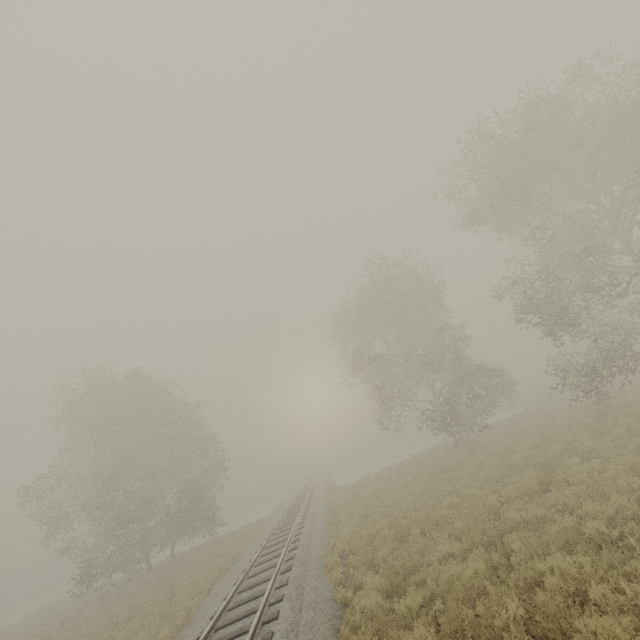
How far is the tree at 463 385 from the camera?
23.0 meters

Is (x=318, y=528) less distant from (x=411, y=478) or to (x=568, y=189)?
(x=411, y=478)

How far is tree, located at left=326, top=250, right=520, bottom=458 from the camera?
23.0 meters

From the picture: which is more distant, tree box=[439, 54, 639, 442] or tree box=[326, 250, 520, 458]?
tree box=[326, 250, 520, 458]

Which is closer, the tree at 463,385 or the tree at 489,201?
the tree at 489,201
